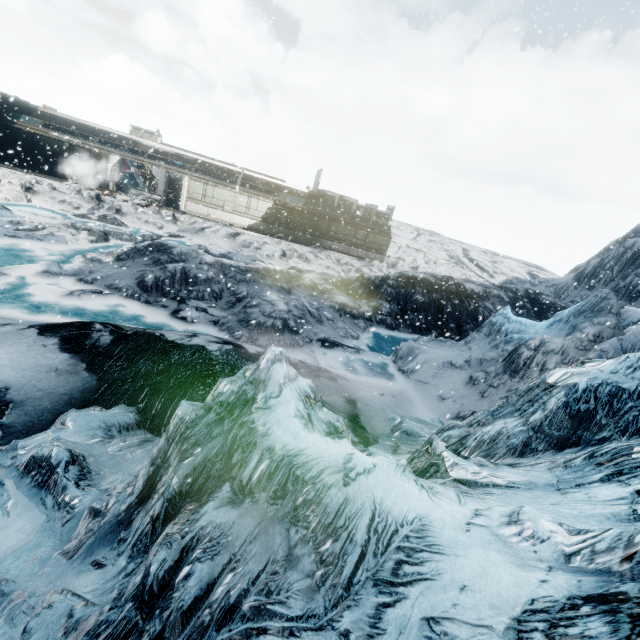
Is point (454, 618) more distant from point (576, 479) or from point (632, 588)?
point (576, 479)
